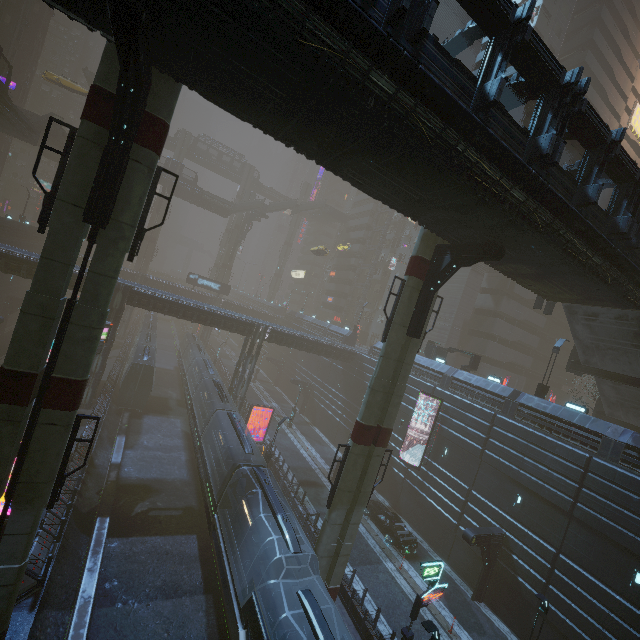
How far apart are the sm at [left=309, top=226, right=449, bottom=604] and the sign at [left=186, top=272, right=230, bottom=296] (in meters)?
47.29

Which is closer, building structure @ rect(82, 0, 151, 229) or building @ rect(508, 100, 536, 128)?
building structure @ rect(82, 0, 151, 229)

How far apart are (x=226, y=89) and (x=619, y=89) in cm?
6351

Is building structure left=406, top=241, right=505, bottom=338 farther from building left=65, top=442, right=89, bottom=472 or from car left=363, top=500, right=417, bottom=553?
car left=363, top=500, right=417, bottom=553

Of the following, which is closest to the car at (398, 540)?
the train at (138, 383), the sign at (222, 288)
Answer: the train at (138, 383)

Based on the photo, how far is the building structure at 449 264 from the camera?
13.84m

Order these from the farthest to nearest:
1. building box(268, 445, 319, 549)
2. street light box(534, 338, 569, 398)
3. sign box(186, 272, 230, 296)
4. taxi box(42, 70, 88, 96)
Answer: sign box(186, 272, 230, 296) → taxi box(42, 70, 88, 96) → street light box(534, 338, 569, 398) → building box(268, 445, 319, 549)

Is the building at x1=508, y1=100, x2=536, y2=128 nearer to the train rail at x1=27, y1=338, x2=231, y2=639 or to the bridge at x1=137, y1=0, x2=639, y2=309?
the train rail at x1=27, y1=338, x2=231, y2=639
